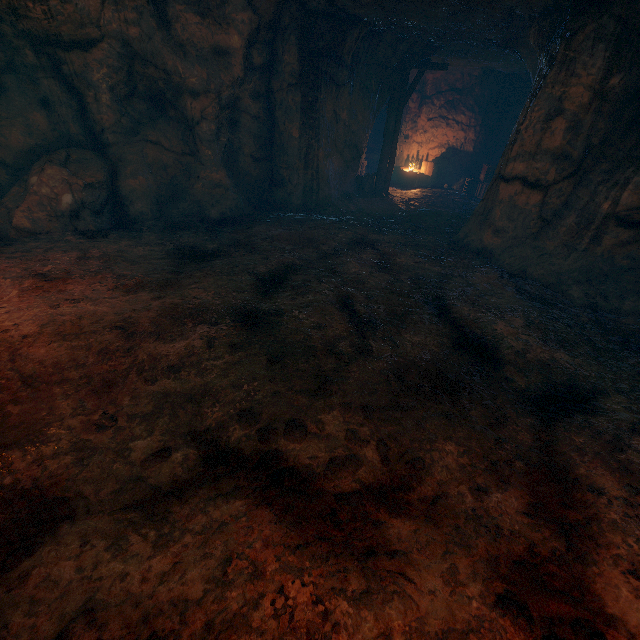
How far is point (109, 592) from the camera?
1.7 meters

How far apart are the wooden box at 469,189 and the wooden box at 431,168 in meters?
1.6 m

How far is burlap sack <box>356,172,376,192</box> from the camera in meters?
12.6 m

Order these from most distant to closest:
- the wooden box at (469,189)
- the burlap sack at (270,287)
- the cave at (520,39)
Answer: the wooden box at (469,189), the cave at (520,39), the burlap sack at (270,287)

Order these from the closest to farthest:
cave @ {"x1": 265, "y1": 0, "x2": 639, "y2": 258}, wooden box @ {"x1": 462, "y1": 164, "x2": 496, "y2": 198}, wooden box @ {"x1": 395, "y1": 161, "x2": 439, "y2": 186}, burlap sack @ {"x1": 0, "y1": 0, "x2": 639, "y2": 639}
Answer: burlap sack @ {"x1": 0, "y1": 0, "x2": 639, "y2": 639} → cave @ {"x1": 265, "y1": 0, "x2": 639, "y2": 258} → wooden box @ {"x1": 462, "y1": 164, "x2": 496, "y2": 198} → wooden box @ {"x1": 395, "y1": 161, "x2": 439, "y2": 186}

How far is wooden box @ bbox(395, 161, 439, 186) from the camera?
15.15m

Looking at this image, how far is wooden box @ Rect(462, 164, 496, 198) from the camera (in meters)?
13.20

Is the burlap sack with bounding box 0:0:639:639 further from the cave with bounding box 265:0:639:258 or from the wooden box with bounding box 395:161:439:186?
the wooden box with bounding box 395:161:439:186
